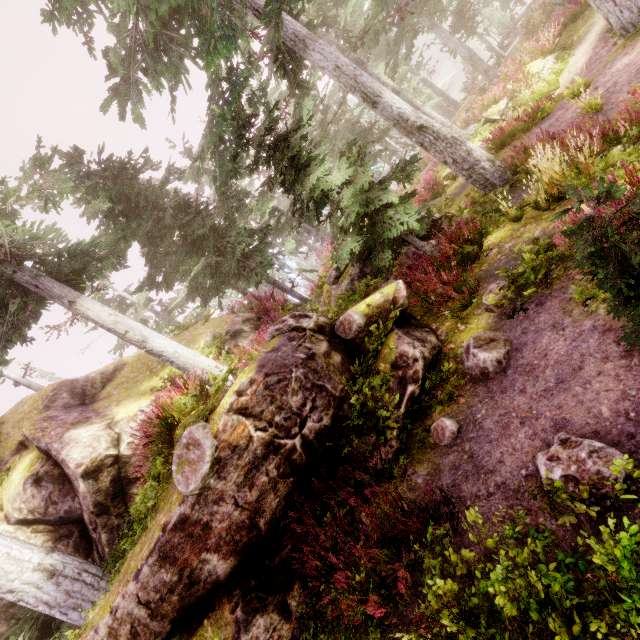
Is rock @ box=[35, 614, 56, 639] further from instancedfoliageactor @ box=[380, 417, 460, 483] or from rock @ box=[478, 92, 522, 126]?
rock @ box=[478, 92, 522, 126]

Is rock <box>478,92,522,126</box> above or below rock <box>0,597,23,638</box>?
below

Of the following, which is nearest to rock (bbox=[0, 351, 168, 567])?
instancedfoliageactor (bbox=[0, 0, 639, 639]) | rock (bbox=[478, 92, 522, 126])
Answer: instancedfoliageactor (bbox=[0, 0, 639, 639])

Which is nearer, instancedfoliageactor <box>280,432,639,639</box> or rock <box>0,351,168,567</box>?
instancedfoliageactor <box>280,432,639,639</box>

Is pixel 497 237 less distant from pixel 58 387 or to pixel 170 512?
pixel 170 512

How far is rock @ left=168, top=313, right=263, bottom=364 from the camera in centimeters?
1125cm

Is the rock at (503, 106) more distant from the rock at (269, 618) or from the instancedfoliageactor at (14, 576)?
the rock at (269, 618)

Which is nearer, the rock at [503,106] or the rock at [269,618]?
the rock at [269,618]
